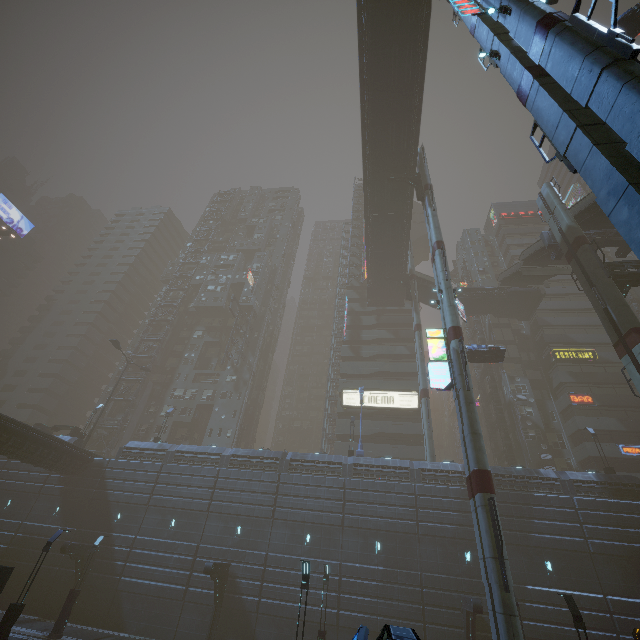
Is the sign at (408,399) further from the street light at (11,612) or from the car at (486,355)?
the street light at (11,612)

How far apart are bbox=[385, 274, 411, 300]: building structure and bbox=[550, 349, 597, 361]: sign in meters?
19.4

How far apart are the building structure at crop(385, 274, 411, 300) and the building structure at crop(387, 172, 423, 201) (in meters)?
14.71

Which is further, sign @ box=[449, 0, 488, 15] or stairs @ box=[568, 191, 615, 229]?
stairs @ box=[568, 191, 615, 229]

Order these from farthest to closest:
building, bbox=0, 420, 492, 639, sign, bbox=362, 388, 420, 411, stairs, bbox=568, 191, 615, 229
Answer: sign, bbox=362, 388, 420, 411 → stairs, bbox=568, 191, 615, 229 → building, bbox=0, 420, 492, 639

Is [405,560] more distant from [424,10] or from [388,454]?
[424,10]

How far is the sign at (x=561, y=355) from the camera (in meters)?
41.78

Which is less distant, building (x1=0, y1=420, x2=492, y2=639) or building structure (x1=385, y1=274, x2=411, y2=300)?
building (x1=0, y1=420, x2=492, y2=639)
